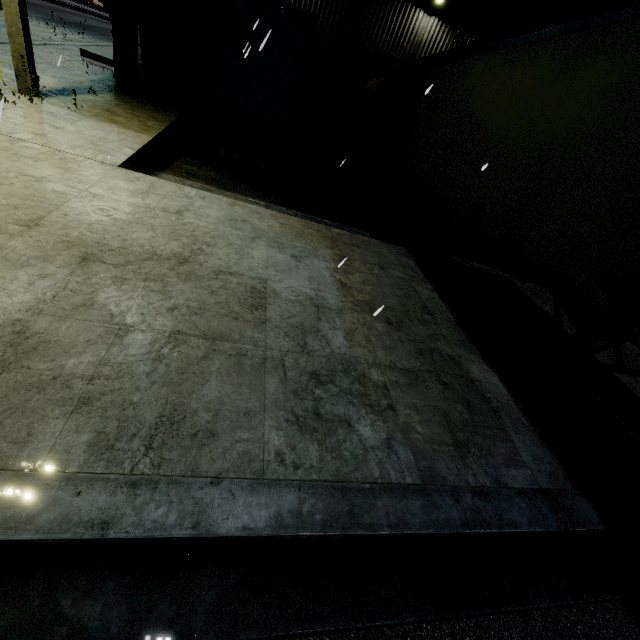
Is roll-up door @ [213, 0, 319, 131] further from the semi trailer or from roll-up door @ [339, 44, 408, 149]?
roll-up door @ [339, 44, 408, 149]

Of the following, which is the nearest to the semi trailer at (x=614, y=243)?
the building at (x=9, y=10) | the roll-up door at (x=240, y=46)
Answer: the building at (x=9, y=10)

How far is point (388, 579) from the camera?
2.09m

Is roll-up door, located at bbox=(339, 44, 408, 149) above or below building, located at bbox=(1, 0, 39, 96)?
above

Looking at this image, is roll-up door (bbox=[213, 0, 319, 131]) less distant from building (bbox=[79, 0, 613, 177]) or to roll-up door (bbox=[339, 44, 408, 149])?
building (bbox=[79, 0, 613, 177])

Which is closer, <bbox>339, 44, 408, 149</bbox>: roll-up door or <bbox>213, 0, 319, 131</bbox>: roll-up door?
<bbox>213, 0, 319, 131</bbox>: roll-up door

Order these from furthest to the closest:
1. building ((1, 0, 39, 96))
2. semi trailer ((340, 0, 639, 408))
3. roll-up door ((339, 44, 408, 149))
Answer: roll-up door ((339, 44, 408, 149)), building ((1, 0, 39, 96)), semi trailer ((340, 0, 639, 408))

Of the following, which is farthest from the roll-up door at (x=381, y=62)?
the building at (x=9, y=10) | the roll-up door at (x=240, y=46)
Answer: the roll-up door at (x=240, y=46)
